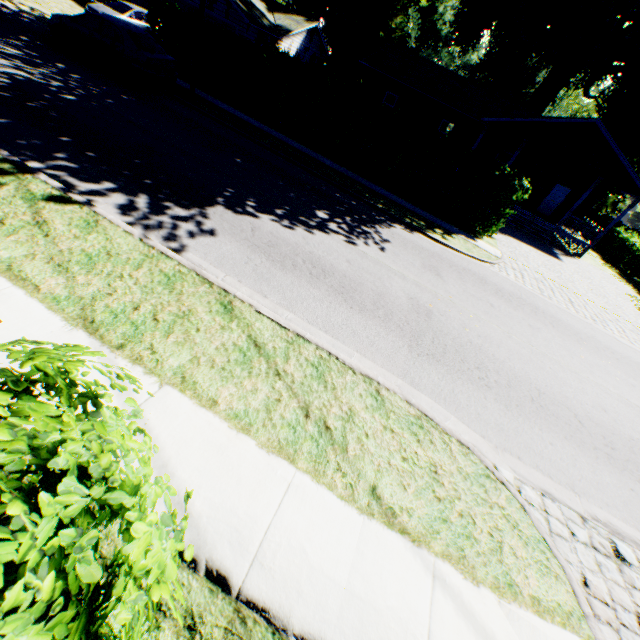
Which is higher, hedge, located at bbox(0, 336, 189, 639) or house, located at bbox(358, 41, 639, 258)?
house, located at bbox(358, 41, 639, 258)

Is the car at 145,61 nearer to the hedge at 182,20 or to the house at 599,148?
the hedge at 182,20

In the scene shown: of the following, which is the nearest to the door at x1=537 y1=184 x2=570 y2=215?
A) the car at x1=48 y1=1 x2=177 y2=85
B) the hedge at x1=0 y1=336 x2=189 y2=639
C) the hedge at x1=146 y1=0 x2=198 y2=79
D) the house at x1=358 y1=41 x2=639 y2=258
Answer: the house at x1=358 y1=41 x2=639 y2=258

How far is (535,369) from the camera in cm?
747

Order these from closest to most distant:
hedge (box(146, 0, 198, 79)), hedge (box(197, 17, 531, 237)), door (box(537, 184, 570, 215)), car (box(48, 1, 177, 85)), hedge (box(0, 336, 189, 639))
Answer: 1. hedge (box(0, 336, 189, 639))
2. car (box(48, 1, 177, 85))
3. hedge (box(197, 17, 531, 237))
4. hedge (box(146, 0, 198, 79))
5. door (box(537, 184, 570, 215))

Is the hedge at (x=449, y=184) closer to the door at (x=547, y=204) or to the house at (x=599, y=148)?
the house at (x=599, y=148)

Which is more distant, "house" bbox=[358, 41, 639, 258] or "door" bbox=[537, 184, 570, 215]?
"door" bbox=[537, 184, 570, 215]

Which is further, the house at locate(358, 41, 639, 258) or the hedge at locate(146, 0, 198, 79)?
the house at locate(358, 41, 639, 258)
